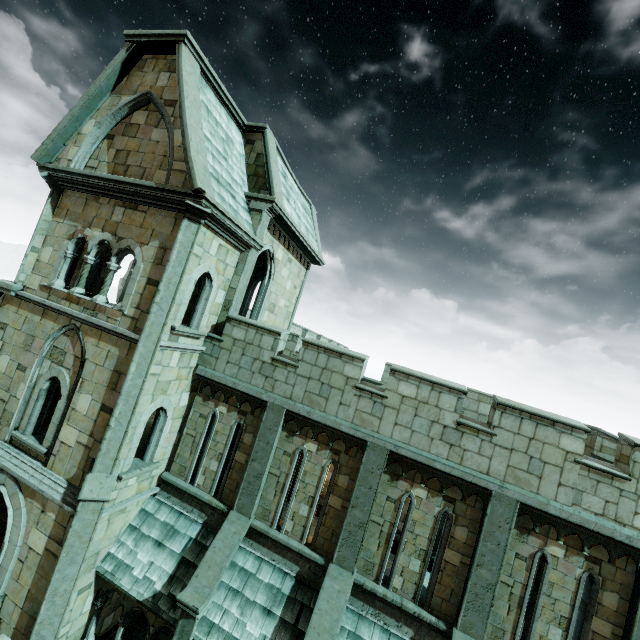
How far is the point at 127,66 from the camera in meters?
10.0
